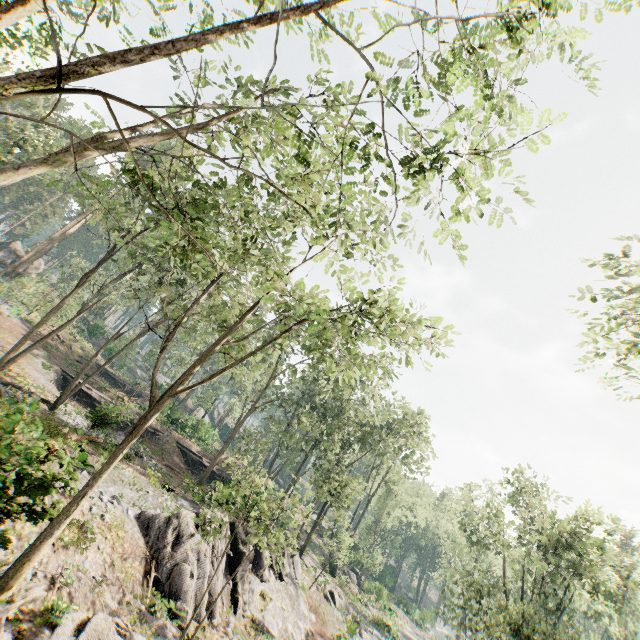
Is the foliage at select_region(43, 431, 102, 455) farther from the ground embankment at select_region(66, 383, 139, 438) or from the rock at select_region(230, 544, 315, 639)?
the ground embankment at select_region(66, 383, 139, 438)

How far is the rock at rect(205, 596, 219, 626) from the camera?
14.98m

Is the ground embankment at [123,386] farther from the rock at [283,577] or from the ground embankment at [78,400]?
the rock at [283,577]

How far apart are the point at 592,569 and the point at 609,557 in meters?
14.4 m

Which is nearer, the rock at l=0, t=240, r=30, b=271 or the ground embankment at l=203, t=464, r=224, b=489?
the ground embankment at l=203, t=464, r=224, b=489

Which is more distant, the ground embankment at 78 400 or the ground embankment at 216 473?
the ground embankment at 216 473

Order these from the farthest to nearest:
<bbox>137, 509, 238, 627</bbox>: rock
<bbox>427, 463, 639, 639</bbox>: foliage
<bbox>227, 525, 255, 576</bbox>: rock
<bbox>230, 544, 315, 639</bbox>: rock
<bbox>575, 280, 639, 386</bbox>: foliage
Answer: <bbox>427, 463, 639, 639</bbox>: foliage → <bbox>227, 525, 255, 576</bbox>: rock → <bbox>230, 544, 315, 639</bbox>: rock → <bbox>137, 509, 238, 627</bbox>: rock → <bbox>575, 280, 639, 386</bbox>: foliage

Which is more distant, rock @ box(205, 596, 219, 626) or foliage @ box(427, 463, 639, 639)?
foliage @ box(427, 463, 639, 639)
